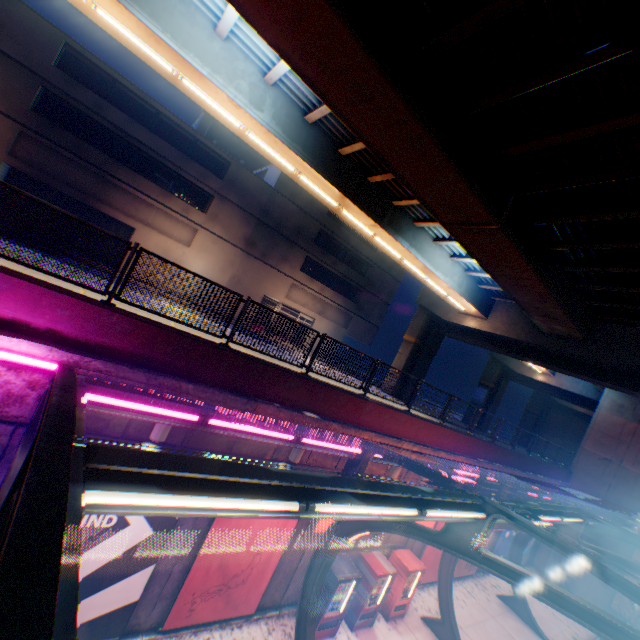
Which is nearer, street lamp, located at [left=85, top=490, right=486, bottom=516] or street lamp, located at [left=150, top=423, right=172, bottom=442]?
street lamp, located at [left=85, top=490, right=486, bottom=516]

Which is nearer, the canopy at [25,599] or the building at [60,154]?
the canopy at [25,599]

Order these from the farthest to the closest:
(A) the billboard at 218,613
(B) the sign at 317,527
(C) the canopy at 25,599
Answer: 1. (B) the sign at 317,527
2. (A) the billboard at 218,613
3. (C) the canopy at 25,599

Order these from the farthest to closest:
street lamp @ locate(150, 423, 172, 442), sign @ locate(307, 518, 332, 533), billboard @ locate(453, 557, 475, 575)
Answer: billboard @ locate(453, 557, 475, 575) → sign @ locate(307, 518, 332, 533) → street lamp @ locate(150, 423, 172, 442)

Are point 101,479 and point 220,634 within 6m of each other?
no

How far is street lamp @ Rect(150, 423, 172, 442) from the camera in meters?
6.3 m

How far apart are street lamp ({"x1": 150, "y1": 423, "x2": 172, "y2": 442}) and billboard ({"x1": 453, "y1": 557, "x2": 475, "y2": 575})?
15.99m

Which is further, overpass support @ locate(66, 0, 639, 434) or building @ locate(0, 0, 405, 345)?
building @ locate(0, 0, 405, 345)
